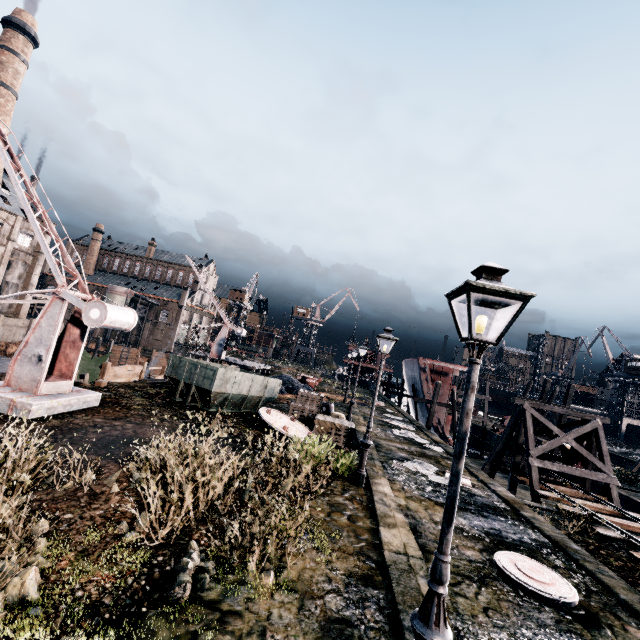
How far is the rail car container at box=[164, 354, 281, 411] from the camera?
15.46m

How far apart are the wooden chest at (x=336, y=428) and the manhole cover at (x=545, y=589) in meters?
8.2 m

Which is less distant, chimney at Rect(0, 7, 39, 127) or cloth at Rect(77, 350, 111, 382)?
chimney at Rect(0, 7, 39, 127)

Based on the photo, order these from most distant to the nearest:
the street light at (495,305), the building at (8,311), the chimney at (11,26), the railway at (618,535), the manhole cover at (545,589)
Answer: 1. the chimney at (11,26)
2. the building at (8,311)
3. the railway at (618,535)
4. the manhole cover at (545,589)
5. the street light at (495,305)

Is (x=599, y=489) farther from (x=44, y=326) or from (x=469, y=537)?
(x=44, y=326)

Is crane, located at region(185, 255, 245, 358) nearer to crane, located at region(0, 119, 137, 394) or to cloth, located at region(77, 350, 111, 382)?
cloth, located at region(77, 350, 111, 382)

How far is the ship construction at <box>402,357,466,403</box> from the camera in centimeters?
3638cm
